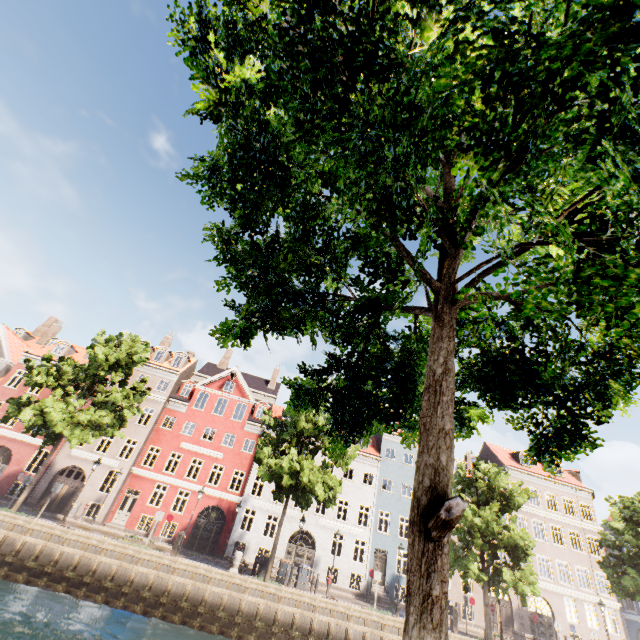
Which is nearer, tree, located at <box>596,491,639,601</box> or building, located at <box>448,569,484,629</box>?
tree, located at <box>596,491,639,601</box>

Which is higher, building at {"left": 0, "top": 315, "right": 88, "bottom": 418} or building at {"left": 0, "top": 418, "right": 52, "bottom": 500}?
building at {"left": 0, "top": 315, "right": 88, "bottom": 418}

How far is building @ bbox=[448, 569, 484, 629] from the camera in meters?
26.8 m

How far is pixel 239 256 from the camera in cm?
446

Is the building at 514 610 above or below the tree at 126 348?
below
